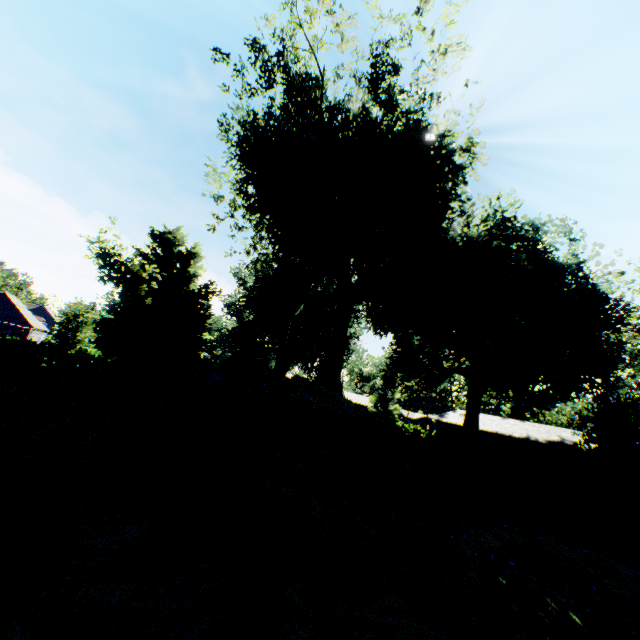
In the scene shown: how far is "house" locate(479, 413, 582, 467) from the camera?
32.7 meters

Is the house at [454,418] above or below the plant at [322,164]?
below

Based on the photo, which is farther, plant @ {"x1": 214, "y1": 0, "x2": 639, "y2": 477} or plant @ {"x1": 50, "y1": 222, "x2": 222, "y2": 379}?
plant @ {"x1": 214, "y1": 0, "x2": 639, "y2": 477}

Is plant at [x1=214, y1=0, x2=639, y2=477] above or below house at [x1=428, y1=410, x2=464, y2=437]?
above

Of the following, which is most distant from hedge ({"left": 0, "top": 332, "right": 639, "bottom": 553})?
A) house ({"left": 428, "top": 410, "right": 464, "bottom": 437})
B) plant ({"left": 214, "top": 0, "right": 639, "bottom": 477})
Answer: house ({"left": 428, "top": 410, "right": 464, "bottom": 437})

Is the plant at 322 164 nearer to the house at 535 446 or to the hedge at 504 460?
the house at 535 446

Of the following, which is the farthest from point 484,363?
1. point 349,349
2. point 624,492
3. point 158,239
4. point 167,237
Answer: point 167,237
